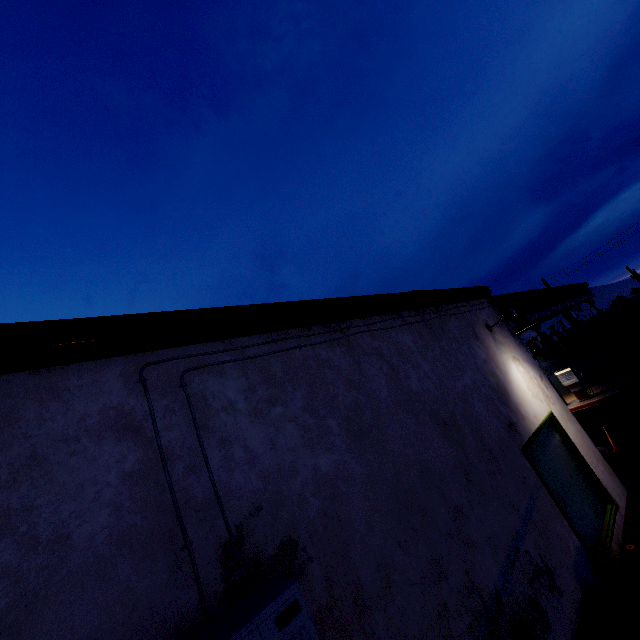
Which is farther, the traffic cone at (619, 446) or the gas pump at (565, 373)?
the gas pump at (565, 373)

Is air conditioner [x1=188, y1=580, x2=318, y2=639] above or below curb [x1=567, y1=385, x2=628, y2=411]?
above

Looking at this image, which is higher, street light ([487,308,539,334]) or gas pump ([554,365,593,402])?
street light ([487,308,539,334])

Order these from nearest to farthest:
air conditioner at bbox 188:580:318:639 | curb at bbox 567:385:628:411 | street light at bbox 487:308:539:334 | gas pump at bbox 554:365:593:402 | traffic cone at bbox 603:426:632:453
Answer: air conditioner at bbox 188:580:318:639 < street light at bbox 487:308:539:334 < traffic cone at bbox 603:426:632:453 < curb at bbox 567:385:628:411 < gas pump at bbox 554:365:593:402

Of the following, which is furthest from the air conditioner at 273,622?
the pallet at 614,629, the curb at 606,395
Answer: the curb at 606,395

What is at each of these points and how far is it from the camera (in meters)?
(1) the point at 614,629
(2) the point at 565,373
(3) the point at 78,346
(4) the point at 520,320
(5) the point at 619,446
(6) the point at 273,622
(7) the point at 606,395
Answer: (1) pallet, 3.13
(2) gas pump, 14.75
(3) roof trim, 1.92
(4) street light, 5.42
(5) traffic cone, 8.77
(6) air conditioner, 1.46
(7) curb, 13.59

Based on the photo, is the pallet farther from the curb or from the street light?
the curb

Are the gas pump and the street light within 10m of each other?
no
